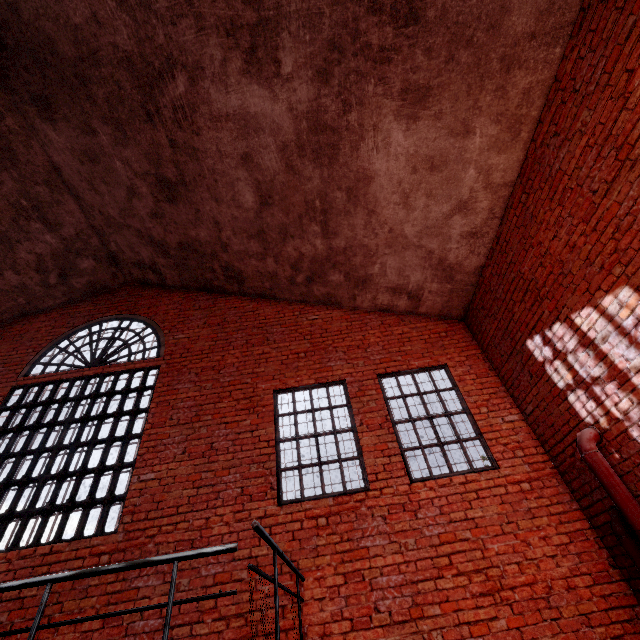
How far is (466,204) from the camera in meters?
5.2

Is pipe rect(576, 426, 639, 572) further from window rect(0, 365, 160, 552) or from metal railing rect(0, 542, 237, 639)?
window rect(0, 365, 160, 552)

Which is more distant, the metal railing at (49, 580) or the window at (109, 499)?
the window at (109, 499)

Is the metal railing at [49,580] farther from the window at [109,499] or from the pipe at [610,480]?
the pipe at [610,480]

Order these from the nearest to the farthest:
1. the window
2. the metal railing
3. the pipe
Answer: the metal railing, the pipe, the window

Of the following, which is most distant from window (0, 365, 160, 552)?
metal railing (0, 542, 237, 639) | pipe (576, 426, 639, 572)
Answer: pipe (576, 426, 639, 572)
